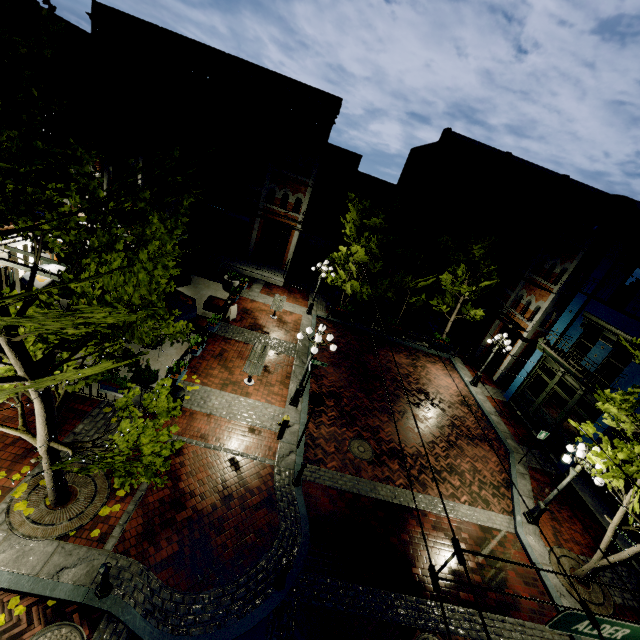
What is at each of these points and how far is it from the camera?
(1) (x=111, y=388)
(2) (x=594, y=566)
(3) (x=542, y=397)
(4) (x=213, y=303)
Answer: (1) planter, 9.45m
(2) tree, 9.56m
(3) building, 16.89m
(4) planter, 16.81m

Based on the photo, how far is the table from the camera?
11.9 meters

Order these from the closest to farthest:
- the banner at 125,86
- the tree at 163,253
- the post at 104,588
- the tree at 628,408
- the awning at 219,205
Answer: the tree at 163,253 < the post at 104,588 < the tree at 628,408 < the banner at 125,86 < the awning at 219,205

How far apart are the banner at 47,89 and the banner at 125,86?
3.92m

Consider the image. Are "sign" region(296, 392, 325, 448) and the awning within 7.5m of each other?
no

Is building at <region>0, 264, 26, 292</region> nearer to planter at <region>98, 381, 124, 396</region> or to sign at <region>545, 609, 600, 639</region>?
planter at <region>98, 381, 124, 396</region>

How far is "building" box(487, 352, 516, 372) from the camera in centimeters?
2034cm

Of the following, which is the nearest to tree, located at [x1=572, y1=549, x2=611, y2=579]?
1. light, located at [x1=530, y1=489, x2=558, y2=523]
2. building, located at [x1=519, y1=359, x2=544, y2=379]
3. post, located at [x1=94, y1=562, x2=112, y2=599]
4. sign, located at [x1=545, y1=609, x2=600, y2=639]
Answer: building, located at [x1=519, y1=359, x2=544, y2=379]
